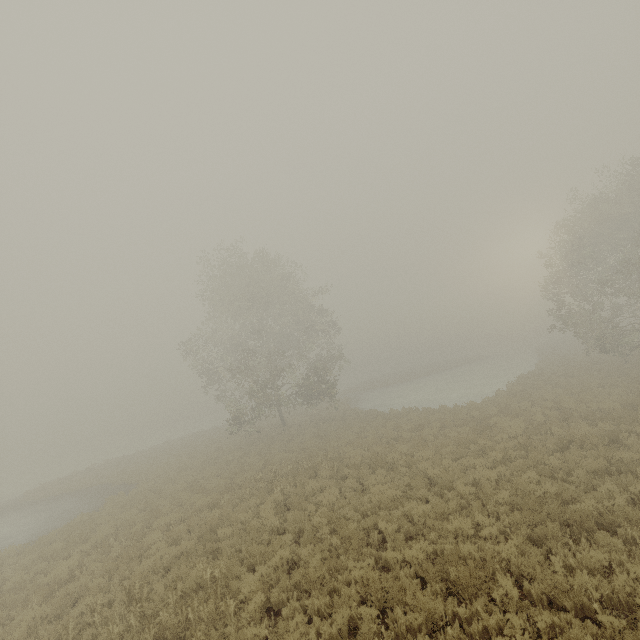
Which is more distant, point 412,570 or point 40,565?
point 40,565
